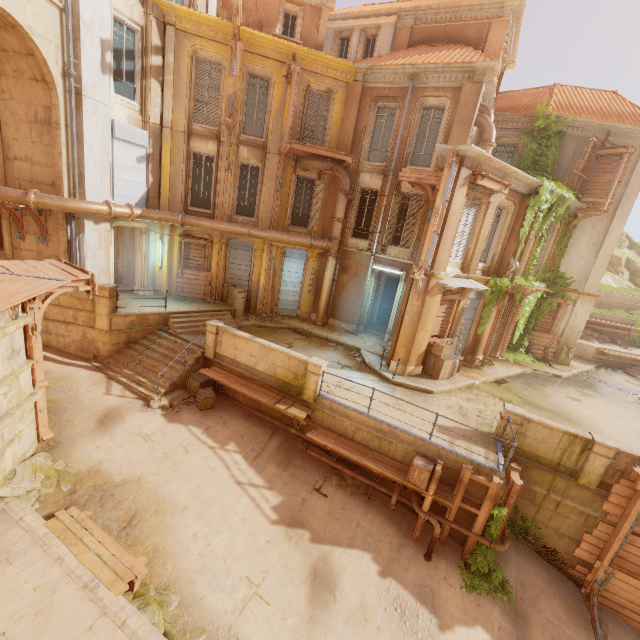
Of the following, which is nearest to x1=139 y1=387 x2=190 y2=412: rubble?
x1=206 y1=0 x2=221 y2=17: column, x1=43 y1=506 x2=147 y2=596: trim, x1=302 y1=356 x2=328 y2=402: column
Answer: x1=43 y1=506 x2=147 y2=596: trim

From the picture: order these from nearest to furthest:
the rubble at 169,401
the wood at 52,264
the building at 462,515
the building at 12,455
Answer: the building at 12,455, the wood at 52,264, the building at 462,515, the rubble at 169,401

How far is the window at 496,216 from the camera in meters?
13.7 m

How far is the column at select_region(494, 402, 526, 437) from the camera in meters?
10.1 m

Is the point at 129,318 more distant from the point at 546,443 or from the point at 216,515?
the point at 546,443

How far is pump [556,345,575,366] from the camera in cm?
1908

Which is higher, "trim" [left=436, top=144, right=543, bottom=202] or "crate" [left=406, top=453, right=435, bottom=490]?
"trim" [left=436, top=144, right=543, bottom=202]

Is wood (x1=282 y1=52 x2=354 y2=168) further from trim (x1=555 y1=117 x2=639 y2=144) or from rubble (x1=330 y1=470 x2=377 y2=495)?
rubble (x1=330 y1=470 x2=377 y2=495)
